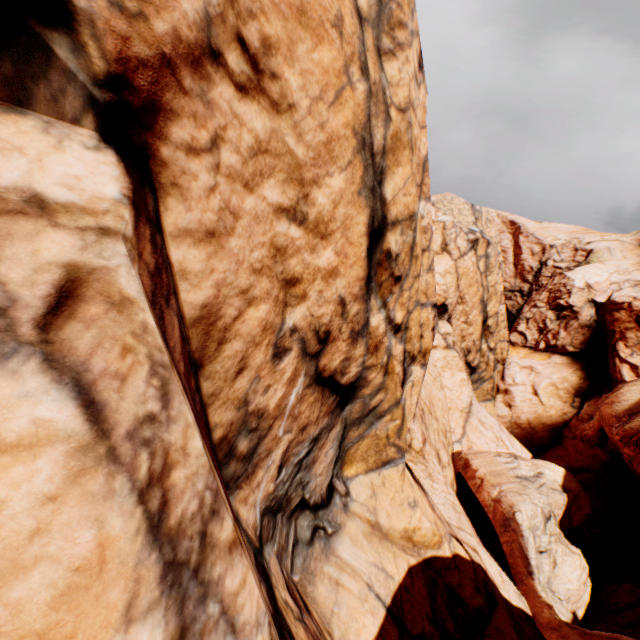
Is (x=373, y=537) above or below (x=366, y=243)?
below
